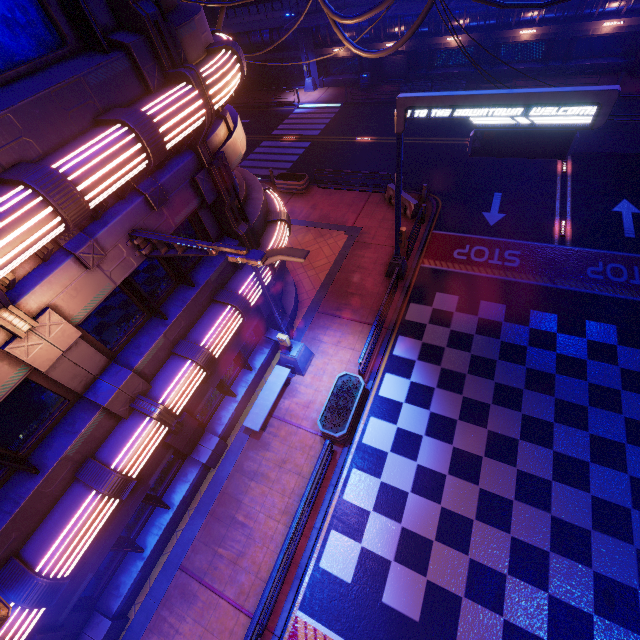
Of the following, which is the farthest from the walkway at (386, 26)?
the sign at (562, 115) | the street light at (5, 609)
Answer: the street light at (5, 609)

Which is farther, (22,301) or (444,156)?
(444,156)

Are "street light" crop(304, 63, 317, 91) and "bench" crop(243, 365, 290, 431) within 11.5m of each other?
no

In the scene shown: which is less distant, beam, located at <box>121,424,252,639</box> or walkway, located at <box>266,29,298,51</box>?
beam, located at <box>121,424,252,639</box>

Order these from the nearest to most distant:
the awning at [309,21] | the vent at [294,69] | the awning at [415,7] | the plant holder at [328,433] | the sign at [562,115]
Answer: the sign at [562,115] → the plant holder at [328,433] → the awning at [415,7] → the awning at [309,21] → the vent at [294,69]

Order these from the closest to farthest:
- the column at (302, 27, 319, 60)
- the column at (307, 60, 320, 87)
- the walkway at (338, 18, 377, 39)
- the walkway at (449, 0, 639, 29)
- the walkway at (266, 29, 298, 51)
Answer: the walkway at (449, 0, 639, 29) → the walkway at (338, 18, 377, 39) → the column at (302, 27, 319, 60) → the walkway at (266, 29, 298, 51) → the column at (307, 60, 320, 87)

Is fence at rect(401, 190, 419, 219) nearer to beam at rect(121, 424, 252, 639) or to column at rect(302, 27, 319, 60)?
beam at rect(121, 424, 252, 639)

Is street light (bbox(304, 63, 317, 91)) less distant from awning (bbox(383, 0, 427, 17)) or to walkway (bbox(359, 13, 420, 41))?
walkway (bbox(359, 13, 420, 41))
